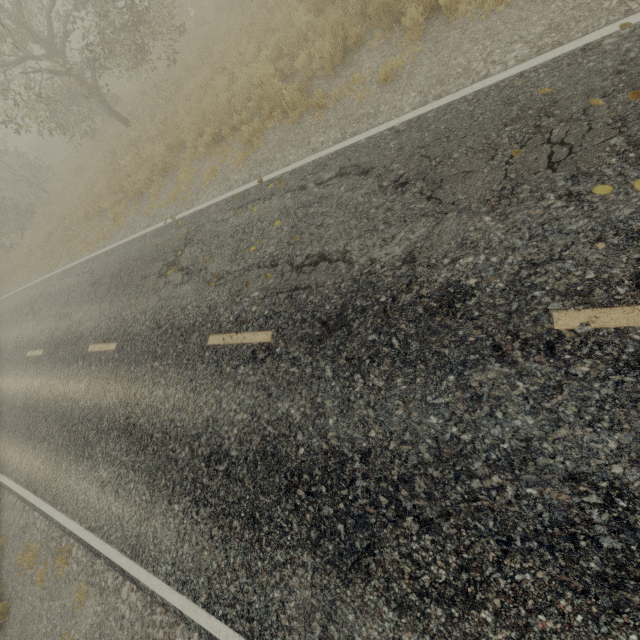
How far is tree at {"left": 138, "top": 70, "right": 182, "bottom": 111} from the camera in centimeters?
1265cm

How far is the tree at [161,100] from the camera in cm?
1265

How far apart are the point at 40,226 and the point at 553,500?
24.3m

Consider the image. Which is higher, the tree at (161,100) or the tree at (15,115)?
the tree at (15,115)

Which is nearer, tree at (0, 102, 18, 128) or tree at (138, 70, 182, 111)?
→ tree at (0, 102, 18, 128)

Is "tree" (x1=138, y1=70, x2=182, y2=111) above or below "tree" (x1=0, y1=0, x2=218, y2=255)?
below
